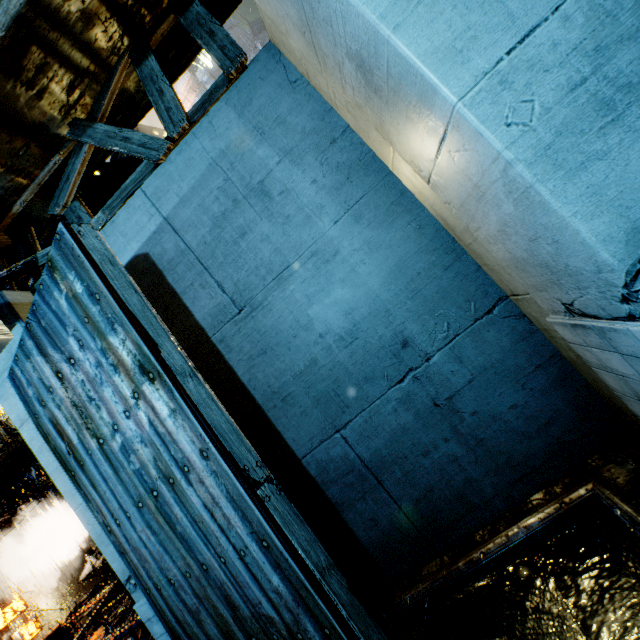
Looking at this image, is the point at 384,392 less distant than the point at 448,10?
No

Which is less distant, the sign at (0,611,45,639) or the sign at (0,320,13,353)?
the sign at (0,320,13,353)

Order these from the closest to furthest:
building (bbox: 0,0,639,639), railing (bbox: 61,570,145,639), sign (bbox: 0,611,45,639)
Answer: building (bbox: 0,0,639,639)
railing (bbox: 61,570,145,639)
sign (bbox: 0,611,45,639)

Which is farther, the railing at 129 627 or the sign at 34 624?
the sign at 34 624

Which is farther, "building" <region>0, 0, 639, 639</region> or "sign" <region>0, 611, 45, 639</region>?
"sign" <region>0, 611, 45, 639</region>

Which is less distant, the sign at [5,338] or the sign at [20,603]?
the sign at [5,338]

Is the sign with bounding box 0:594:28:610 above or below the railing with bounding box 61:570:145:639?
above

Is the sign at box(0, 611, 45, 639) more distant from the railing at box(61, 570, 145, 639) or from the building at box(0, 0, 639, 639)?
the railing at box(61, 570, 145, 639)
